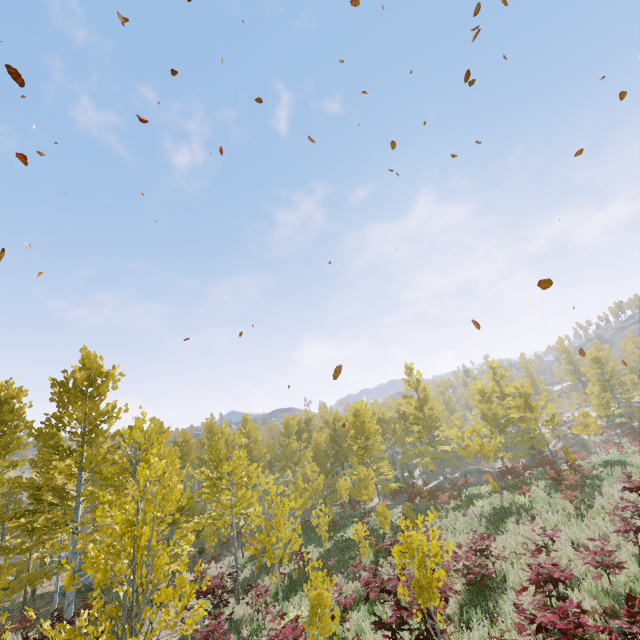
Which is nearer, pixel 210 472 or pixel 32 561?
pixel 32 561

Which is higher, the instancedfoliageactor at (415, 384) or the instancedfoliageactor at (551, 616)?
the instancedfoliageactor at (415, 384)

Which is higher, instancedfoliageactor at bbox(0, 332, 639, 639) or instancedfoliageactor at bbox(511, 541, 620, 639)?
instancedfoliageactor at bbox(0, 332, 639, 639)

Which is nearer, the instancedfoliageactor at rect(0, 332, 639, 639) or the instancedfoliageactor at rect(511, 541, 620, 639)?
the instancedfoliageactor at rect(511, 541, 620, 639)

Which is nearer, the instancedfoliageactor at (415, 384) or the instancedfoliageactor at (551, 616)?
the instancedfoliageactor at (551, 616)
